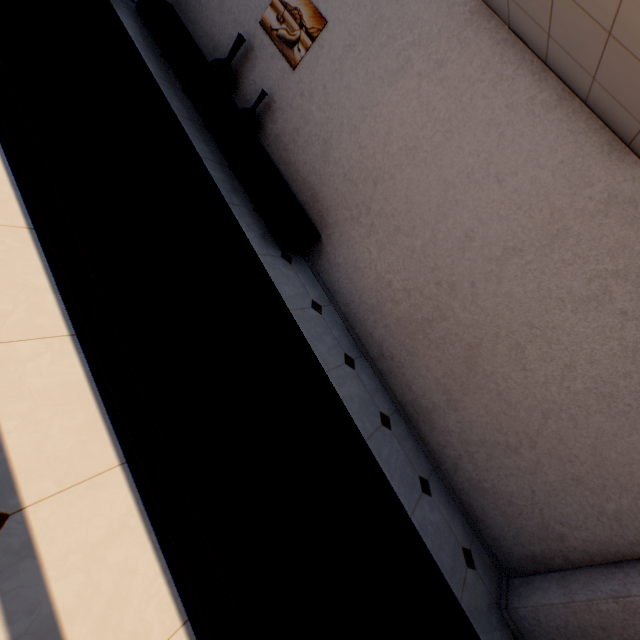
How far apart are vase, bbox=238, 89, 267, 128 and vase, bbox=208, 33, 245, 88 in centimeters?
54cm

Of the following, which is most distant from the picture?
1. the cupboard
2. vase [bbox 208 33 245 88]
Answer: the cupboard

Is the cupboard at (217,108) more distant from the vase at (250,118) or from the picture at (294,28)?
the picture at (294,28)

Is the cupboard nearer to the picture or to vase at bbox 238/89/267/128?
vase at bbox 238/89/267/128

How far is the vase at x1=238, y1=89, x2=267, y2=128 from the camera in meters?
4.2 m

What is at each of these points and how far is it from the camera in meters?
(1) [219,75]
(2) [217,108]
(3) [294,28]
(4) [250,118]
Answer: (1) vase, 4.4 m
(2) cupboard, 4.3 m
(3) picture, 4.1 m
(4) vase, 4.3 m

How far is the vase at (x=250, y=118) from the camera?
4.2m

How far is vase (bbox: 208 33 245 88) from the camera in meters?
4.3 m
